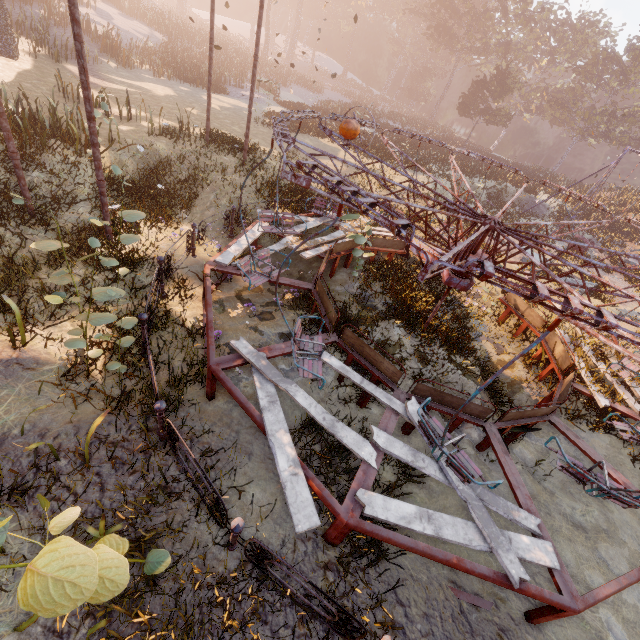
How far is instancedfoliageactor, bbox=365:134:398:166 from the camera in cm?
2252

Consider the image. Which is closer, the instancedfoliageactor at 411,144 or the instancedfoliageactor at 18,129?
the instancedfoliageactor at 18,129

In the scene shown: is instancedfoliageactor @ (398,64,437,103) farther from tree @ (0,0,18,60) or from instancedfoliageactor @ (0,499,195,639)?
instancedfoliageactor @ (0,499,195,639)

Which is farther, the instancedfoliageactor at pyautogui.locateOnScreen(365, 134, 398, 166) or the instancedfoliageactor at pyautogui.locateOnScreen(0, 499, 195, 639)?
the instancedfoliageactor at pyautogui.locateOnScreen(365, 134, 398, 166)

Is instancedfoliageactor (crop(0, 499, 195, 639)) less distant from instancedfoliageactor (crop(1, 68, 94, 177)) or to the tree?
instancedfoliageactor (crop(1, 68, 94, 177))

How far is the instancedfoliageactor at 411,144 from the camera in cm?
2636

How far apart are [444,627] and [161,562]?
3.8 meters
